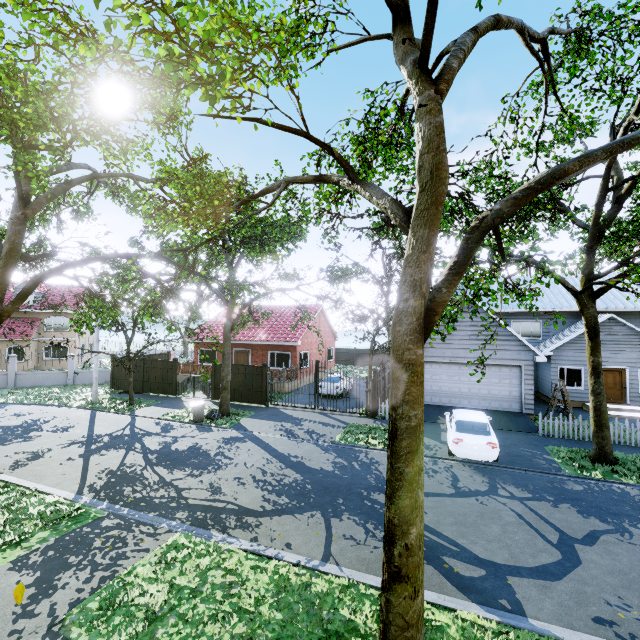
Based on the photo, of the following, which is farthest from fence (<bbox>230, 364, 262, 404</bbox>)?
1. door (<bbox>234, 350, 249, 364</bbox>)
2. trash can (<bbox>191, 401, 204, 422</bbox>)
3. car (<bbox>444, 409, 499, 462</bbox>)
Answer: door (<bbox>234, 350, 249, 364</bbox>)

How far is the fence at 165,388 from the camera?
22.19m

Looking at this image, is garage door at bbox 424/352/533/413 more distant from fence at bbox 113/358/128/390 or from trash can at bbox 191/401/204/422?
trash can at bbox 191/401/204/422

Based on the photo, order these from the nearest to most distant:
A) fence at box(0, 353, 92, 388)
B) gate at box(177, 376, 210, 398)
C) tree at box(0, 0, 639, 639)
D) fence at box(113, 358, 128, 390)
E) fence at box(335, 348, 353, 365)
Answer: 1. tree at box(0, 0, 639, 639)
2. gate at box(177, 376, 210, 398)
3. fence at box(113, 358, 128, 390)
4. fence at box(0, 353, 92, 388)
5. fence at box(335, 348, 353, 365)

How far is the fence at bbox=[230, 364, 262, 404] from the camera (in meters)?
19.75

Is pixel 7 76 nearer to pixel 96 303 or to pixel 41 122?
pixel 41 122

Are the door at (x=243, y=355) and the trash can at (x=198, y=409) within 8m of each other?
no

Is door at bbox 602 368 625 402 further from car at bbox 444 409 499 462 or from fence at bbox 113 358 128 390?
fence at bbox 113 358 128 390
